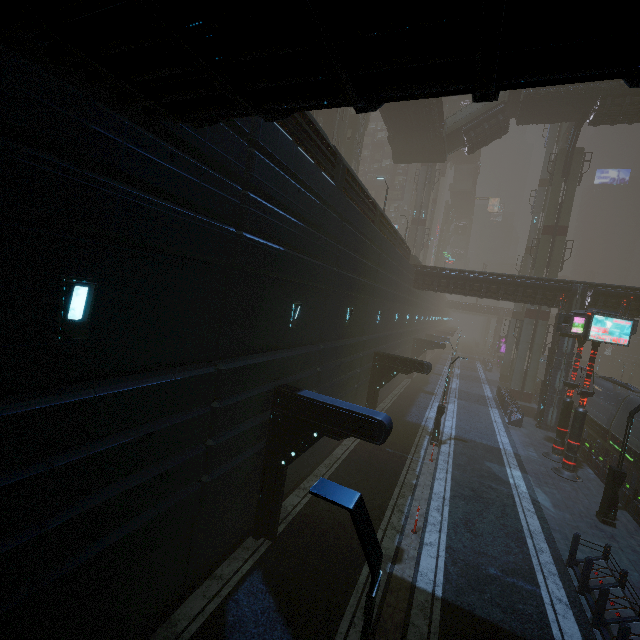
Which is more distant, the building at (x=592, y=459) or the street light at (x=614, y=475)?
the building at (x=592, y=459)

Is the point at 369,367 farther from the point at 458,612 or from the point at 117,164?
the point at 117,164

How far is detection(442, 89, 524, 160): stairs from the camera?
31.0 meters

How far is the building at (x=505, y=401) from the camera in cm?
2595

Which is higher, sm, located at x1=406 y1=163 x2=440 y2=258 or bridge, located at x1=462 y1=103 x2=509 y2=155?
bridge, located at x1=462 y1=103 x2=509 y2=155

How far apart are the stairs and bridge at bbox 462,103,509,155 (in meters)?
0.00

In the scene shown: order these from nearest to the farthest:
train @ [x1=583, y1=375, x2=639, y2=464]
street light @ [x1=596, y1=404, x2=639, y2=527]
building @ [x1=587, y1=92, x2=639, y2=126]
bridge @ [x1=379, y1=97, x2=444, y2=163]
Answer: street light @ [x1=596, y1=404, x2=639, y2=527]
train @ [x1=583, y1=375, x2=639, y2=464]
building @ [x1=587, y1=92, x2=639, y2=126]
bridge @ [x1=379, y1=97, x2=444, y2=163]

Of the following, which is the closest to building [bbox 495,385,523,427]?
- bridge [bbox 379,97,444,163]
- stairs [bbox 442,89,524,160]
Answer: bridge [bbox 379,97,444,163]
